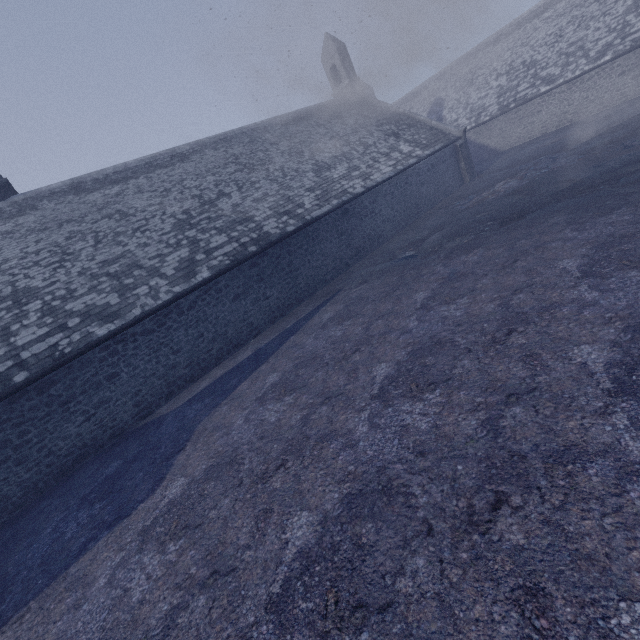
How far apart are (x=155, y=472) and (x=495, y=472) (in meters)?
6.86
